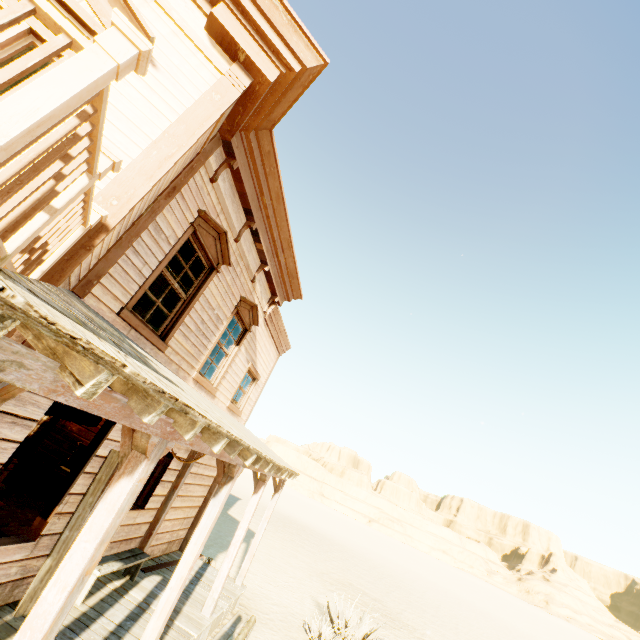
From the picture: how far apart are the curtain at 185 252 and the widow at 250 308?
1.4 meters

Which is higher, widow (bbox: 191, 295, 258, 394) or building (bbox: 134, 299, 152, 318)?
building (bbox: 134, 299, 152, 318)

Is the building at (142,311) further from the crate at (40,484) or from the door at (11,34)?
the crate at (40,484)

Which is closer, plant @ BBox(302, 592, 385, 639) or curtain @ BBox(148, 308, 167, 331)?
curtain @ BBox(148, 308, 167, 331)

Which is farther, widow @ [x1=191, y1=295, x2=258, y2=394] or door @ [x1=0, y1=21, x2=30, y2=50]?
widow @ [x1=191, y1=295, x2=258, y2=394]

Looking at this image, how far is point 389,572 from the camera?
25.3 meters

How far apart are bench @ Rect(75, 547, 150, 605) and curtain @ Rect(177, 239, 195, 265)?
3.6m

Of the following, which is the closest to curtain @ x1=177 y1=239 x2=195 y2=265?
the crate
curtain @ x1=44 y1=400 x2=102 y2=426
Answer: curtain @ x1=44 y1=400 x2=102 y2=426
